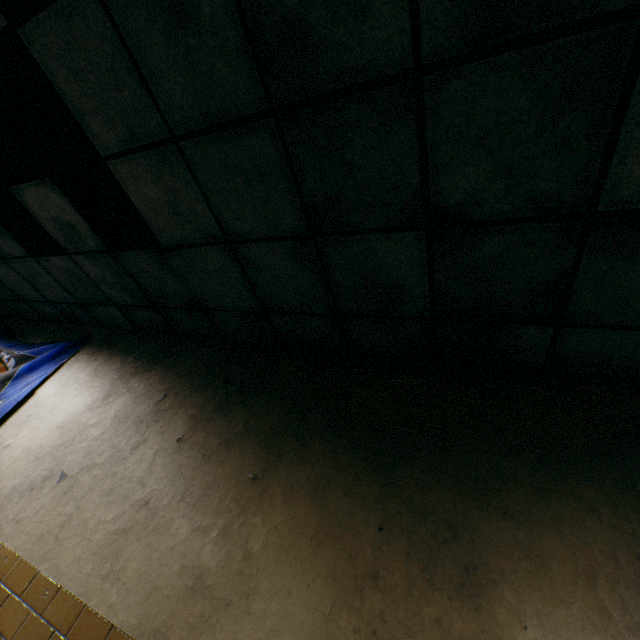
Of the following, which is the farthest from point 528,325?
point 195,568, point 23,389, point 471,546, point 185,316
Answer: point 23,389
